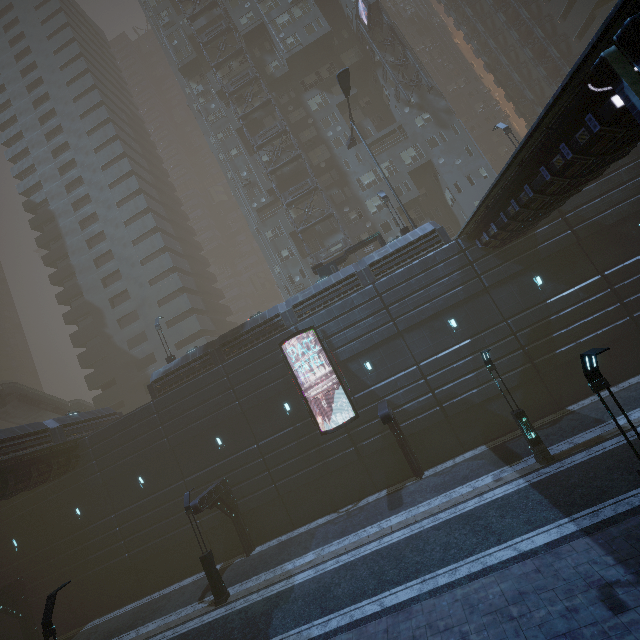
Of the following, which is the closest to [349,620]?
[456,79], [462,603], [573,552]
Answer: [462,603]

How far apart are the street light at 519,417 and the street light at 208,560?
16.8m

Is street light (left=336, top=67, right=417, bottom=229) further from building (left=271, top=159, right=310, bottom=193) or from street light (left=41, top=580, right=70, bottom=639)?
street light (left=41, top=580, right=70, bottom=639)

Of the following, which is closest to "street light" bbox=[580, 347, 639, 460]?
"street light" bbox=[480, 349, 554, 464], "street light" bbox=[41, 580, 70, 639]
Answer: "street light" bbox=[480, 349, 554, 464]

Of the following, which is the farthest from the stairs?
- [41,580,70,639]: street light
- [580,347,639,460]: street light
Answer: [580,347,639,460]: street light

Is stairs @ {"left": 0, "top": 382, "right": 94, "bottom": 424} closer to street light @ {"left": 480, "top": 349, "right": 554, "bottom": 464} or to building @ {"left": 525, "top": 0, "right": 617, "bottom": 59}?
building @ {"left": 525, "top": 0, "right": 617, "bottom": 59}

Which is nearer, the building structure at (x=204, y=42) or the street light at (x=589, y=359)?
the street light at (x=589, y=359)

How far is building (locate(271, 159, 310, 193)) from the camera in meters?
36.9 m
